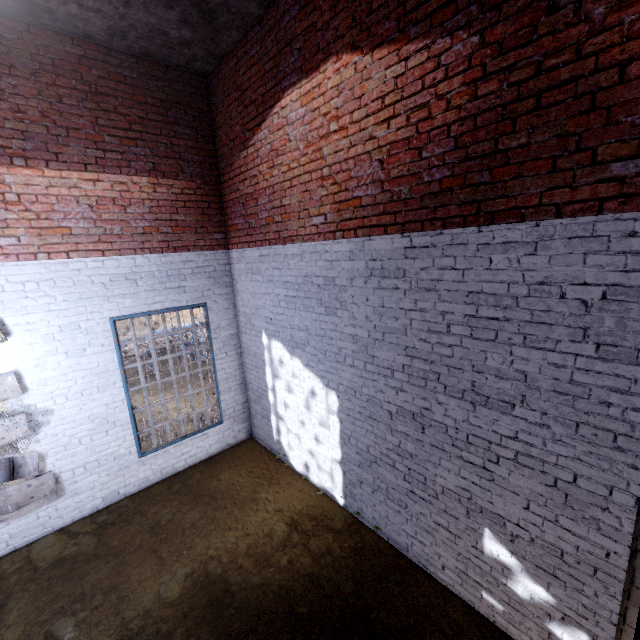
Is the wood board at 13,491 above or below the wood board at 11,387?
below

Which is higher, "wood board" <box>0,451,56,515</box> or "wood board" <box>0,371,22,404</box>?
"wood board" <box>0,371,22,404</box>

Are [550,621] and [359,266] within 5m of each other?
yes
